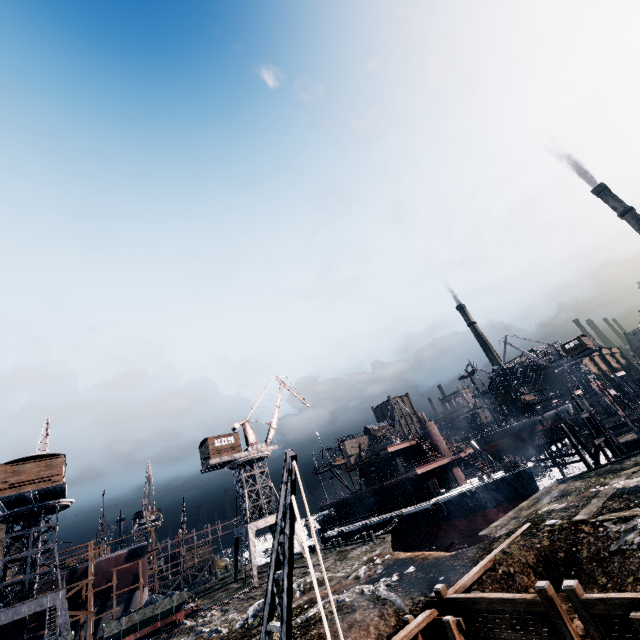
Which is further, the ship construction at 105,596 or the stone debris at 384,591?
the ship construction at 105,596

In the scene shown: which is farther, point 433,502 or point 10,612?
point 433,502

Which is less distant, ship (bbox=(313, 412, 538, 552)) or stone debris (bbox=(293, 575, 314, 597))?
stone debris (bbox=(293, 575, 314, 597))

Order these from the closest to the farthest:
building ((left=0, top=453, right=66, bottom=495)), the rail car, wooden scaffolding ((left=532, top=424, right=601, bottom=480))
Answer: the rail car < wooden scaffolding ((left=532, top=424, right=601, bottom=480)) < building ((left=0, top=453, right=66, bottom=495))

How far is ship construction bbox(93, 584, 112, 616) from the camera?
39.1m

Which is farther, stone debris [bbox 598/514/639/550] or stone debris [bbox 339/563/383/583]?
stone debris [bbox 339/563/383/583]

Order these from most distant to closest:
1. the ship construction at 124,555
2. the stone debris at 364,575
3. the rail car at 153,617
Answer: the ship construction at 124,555
the rail car at 153,617
the stone debris at 364,575

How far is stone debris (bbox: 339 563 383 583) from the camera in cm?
2056
